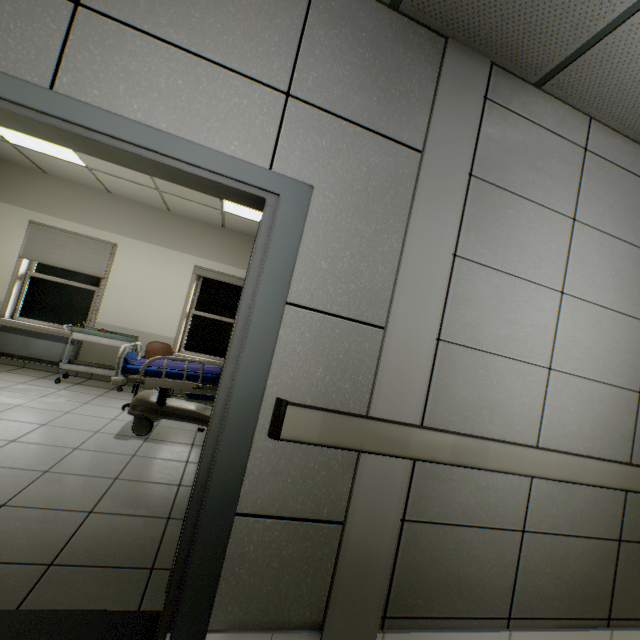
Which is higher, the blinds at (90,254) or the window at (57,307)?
the blinds at (90,254)

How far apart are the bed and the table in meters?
1.2 m

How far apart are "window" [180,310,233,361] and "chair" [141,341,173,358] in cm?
49

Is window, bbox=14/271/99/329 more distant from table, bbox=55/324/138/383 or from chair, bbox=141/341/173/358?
chair, bbox=141/341/173/358

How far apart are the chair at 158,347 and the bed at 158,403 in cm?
71

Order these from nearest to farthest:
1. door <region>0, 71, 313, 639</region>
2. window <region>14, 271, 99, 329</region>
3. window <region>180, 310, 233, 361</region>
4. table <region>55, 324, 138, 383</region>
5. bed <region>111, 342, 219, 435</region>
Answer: door <region>0, 71, 313, 639</region> → bed <region>111, 342, 219, 435</region> → table <region>55, 324, 138, 383</region> → window <region>14, 271, 99, 329</region> → window <region>180, 310, 233, 361</region>

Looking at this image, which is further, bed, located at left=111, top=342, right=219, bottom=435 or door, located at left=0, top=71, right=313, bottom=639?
bed, located at left=111, top=342, right=219, bottom=435

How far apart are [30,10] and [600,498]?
3.91m
